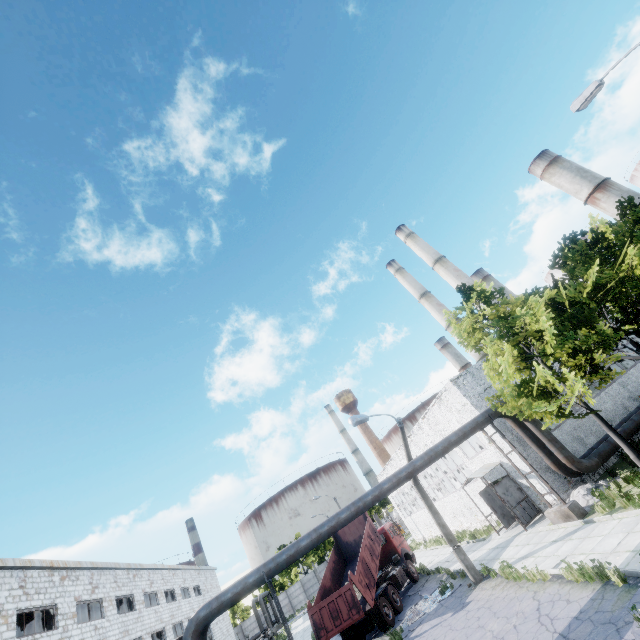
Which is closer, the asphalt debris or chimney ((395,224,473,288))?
the asphalt debris

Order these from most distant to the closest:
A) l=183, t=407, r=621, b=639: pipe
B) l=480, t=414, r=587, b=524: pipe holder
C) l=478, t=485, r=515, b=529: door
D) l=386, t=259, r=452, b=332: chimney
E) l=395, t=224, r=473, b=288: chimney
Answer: l=386, t=259, r=452, b=332: chimney < l=395, t=224, r=473, b=288: chimney < l=478, t=485, r=515, b=529: door < l=480, t=414, r=587, b=524: pipe holder < l=183, t=407, r=621, b=639: pipe

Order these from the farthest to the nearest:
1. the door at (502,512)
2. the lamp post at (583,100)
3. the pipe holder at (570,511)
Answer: the door at (502,512)
the pipe holder at (570,511)
the lamp post at (583,100)

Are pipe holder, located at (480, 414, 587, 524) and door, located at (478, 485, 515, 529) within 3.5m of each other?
no

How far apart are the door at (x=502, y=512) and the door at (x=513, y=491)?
1.7m

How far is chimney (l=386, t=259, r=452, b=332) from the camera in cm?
4722

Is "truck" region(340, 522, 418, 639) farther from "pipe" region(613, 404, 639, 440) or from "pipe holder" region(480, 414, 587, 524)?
"pipe holder" region(480, 414, 587, 524)

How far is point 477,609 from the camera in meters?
12.2 m
